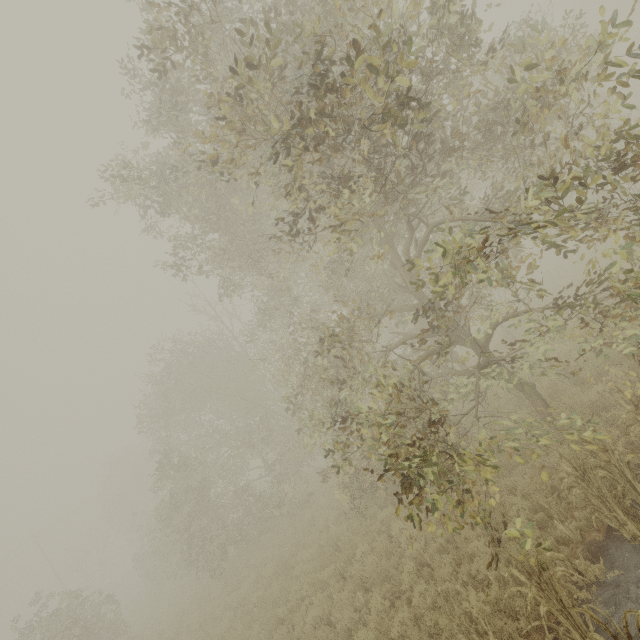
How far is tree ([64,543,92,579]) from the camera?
37.0m

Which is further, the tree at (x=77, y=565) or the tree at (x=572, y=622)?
the tree at (x=77, y=565)

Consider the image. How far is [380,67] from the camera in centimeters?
327cm

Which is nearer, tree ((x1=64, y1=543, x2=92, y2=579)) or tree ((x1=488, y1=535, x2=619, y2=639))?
tree ((x1=488, y1=535, x2=619, y2=639))

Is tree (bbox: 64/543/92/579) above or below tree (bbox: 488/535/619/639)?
above

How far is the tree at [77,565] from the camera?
37.0m
